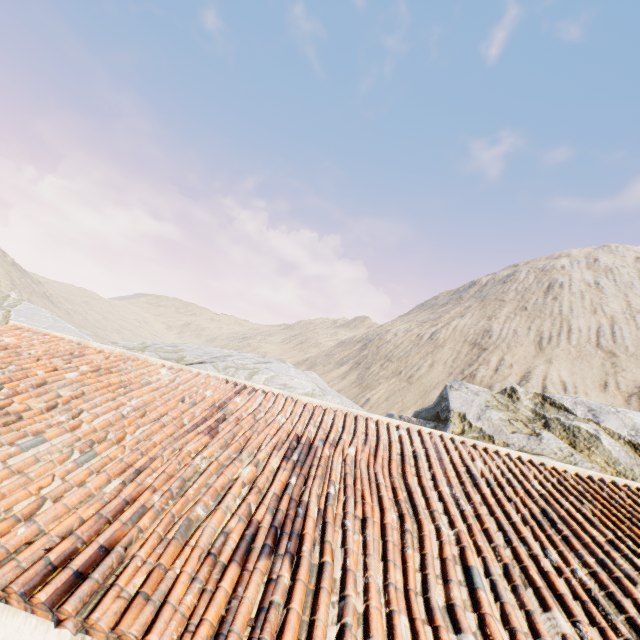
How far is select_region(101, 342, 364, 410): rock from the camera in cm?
1664

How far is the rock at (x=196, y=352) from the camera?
16.6 meters

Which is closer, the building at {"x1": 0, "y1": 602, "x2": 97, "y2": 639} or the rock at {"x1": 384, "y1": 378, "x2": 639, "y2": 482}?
the building at {"x1": 0, "y1": 602, "x2": 97, "y2": 639}

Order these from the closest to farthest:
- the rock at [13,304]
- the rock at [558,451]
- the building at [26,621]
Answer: the building at [26,621]
the rock at [558,451]
the rock at [13,304]

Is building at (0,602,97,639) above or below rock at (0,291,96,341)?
below

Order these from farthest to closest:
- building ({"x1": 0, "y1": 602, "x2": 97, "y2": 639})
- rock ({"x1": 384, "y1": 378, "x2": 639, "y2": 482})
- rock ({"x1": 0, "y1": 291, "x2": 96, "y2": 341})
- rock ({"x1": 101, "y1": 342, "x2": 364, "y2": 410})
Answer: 1. rock ({"x1": 0, "y1": 291, "x2": 96, "y2": 341})
2. rock ({"x1": 101, "y1": 342, "x2": 364, "y2": 410})
3. rock ({"x1": 384, "y1": 378, "x2": 639, "y2": 482})
4. building ({"x1": 0, "y1": 602, "x2": 97, "y2": 639})

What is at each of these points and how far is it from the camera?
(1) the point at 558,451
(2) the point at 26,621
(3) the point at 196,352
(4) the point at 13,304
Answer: (1) rock, 10.8 meters
(2) building, 2.7 meters
(3) rock, 19.0 meters
(4) rock, 24.4 meters
